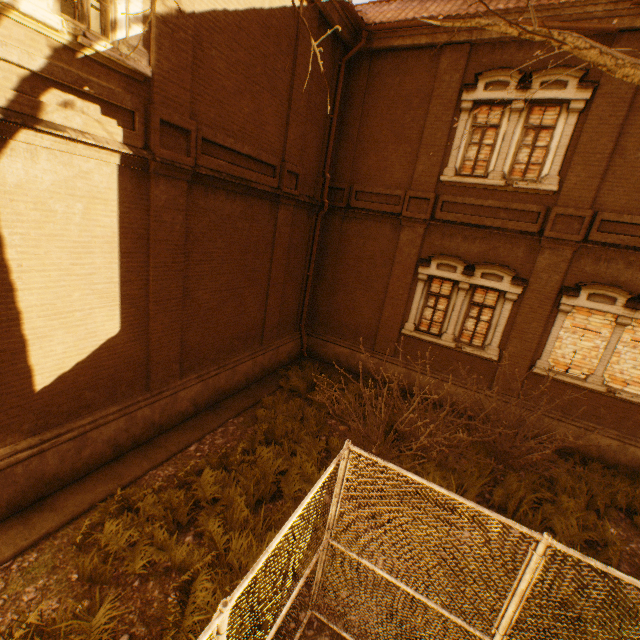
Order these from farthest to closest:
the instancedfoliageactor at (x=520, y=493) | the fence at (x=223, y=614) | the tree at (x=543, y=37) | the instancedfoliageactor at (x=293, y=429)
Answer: the instancedfoliageactor at (x=520, y=493) → the instancedfoliageactor at (x=293, y=429) → the tree at (x=543, y=37) → the fence at (x=223, y=614)

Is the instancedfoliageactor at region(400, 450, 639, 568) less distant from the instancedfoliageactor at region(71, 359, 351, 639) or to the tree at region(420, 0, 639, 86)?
the tree at region(420, 0, 639, 86)

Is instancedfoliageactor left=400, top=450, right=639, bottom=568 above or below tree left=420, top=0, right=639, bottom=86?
below

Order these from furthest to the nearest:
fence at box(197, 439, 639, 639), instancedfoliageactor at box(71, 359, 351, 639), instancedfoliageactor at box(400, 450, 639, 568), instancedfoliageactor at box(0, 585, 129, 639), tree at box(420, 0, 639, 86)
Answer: instancedfoliageactor at box(400, 450, 639, 568)
instancedfoliageactor at box(71, 359, 351, 639)
instancedfoliageactor at box(0, 585, 129, 639)
tree at box(420, 0, 639, 86)
fence at box(197, 439, 639, 639)

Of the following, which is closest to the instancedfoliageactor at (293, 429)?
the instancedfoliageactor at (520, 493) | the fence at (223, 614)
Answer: the fence at (223, 614)

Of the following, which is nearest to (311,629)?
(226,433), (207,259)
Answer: (226,433)

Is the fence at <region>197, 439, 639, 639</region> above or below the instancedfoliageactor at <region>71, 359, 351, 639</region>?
above
